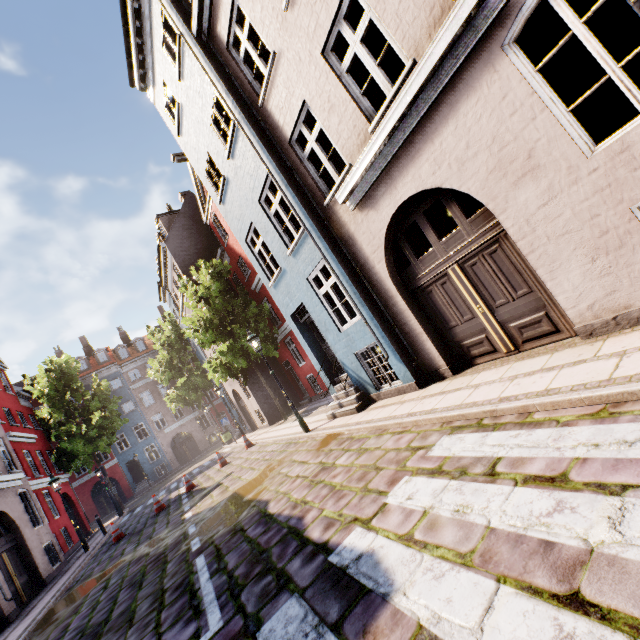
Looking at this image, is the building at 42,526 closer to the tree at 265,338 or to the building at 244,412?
the tree at 265,338

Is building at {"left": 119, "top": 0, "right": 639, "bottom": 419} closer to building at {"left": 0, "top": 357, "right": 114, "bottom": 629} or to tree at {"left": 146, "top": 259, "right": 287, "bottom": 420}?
tree at {"left": 146, "top": 259, "right": 287, "bottom": 420}

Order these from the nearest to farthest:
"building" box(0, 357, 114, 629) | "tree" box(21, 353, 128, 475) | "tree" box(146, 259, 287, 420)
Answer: "building" box(0, 357, 114, 629), "tree" box(146, 259, 287, 420), "tree" box(21, 353, 128, 475)

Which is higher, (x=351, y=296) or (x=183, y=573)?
(x=351, y=296)

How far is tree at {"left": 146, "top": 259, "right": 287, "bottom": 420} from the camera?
16.6m

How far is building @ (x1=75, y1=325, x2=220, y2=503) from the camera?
34.0 meters

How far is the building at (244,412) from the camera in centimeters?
1947cm

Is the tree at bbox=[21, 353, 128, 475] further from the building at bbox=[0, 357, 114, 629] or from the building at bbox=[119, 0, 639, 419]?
the building at bbox=[119, 0, 639, 419]
